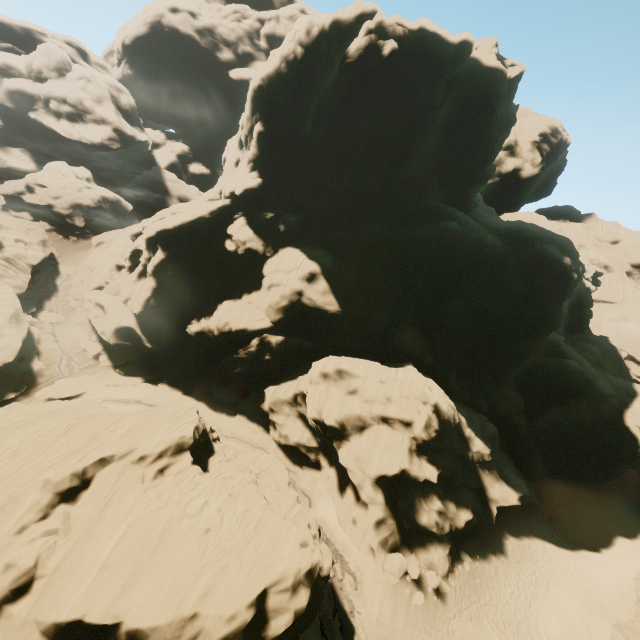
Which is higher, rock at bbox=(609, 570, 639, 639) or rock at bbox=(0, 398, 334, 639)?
rock at bbox=(0, 398, 334, 639)

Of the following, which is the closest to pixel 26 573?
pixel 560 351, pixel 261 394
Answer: pixel 261 394

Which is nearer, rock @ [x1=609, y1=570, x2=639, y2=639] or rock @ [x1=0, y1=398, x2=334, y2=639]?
rock @ [x1=0, y1=398, x2=334, y2=639]

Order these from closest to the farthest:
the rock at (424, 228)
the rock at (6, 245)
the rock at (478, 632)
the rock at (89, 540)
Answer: the rock at (89, 540) → the rock at (478, 632) → the rock at (424, 228) → the rock at (6, 245)

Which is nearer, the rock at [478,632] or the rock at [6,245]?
the rock at [478,632]
